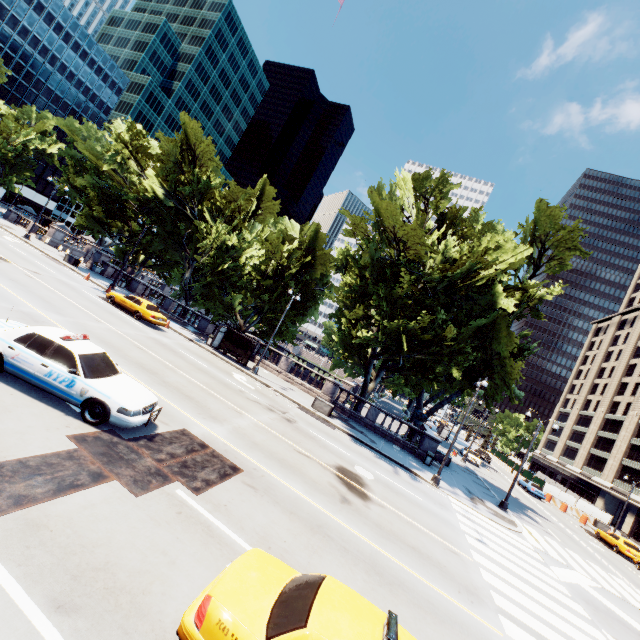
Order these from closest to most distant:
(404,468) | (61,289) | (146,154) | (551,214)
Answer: (404,468), (61,289), (551,214), (146,154)

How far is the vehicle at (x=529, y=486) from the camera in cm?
3944

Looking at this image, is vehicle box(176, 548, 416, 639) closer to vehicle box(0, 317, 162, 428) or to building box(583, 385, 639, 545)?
vehicle box(0, 317, 162, 428)

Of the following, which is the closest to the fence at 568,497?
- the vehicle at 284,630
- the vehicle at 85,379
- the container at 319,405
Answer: the container at 319,405

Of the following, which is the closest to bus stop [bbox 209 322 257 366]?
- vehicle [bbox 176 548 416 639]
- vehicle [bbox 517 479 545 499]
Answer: vehicle [bbox 176 548 416 639]

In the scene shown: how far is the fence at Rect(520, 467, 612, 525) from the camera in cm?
4138

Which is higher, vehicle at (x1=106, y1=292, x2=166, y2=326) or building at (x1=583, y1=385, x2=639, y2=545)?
building at (x1=583, y1=385, x2=639, y2=545)

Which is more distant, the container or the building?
the building
